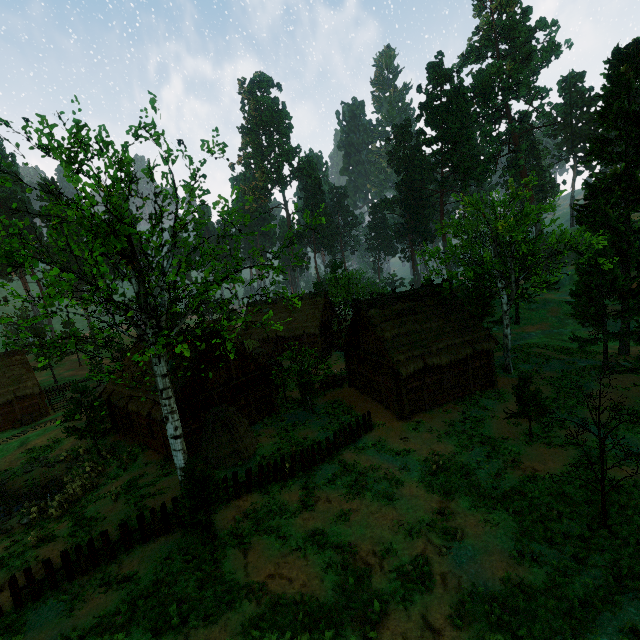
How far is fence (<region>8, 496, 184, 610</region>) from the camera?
10.9m

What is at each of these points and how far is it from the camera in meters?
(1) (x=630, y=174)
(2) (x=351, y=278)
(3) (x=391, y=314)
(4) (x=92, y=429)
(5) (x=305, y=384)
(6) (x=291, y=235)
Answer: (1) treerock, 24.1
(2) treerock, 47.5
(3) building, 23.2
(4) treerock, 23.7
(5) treerock, 24.1
(6) treerock, 16.2

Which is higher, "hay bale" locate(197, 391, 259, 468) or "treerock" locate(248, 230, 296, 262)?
"treerock" locate(248, 230, 296, 262)

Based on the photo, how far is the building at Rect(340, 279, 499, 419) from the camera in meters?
21.3

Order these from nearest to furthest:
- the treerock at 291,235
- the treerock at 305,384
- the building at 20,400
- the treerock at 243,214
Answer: the treerock at 243,214 → the treerock at 291,235 → the treerock at 305,384 → the building at 20,400

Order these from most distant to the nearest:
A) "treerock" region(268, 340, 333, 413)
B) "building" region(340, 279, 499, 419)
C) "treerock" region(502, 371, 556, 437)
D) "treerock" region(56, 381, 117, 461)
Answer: "treerock" region(268, 340, 333, 413), "treerock" region(56, 381, 117, 461), "building" region(340, 279, 499, 419), "treerock" region(502, 371, 556, 437)

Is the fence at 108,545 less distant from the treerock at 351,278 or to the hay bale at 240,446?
the treerock at 351,278

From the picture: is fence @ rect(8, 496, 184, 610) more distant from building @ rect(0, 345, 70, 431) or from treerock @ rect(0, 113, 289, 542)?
building @ rect(0, 345, 70, 431)
